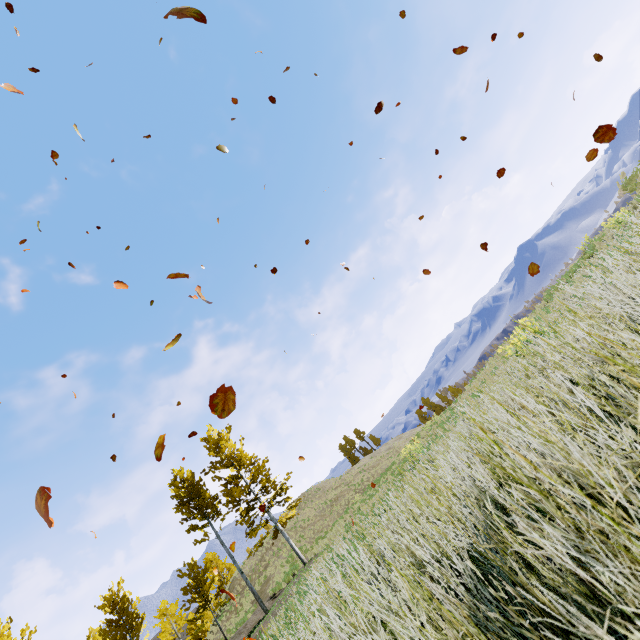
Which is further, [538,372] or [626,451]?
[538,372]
